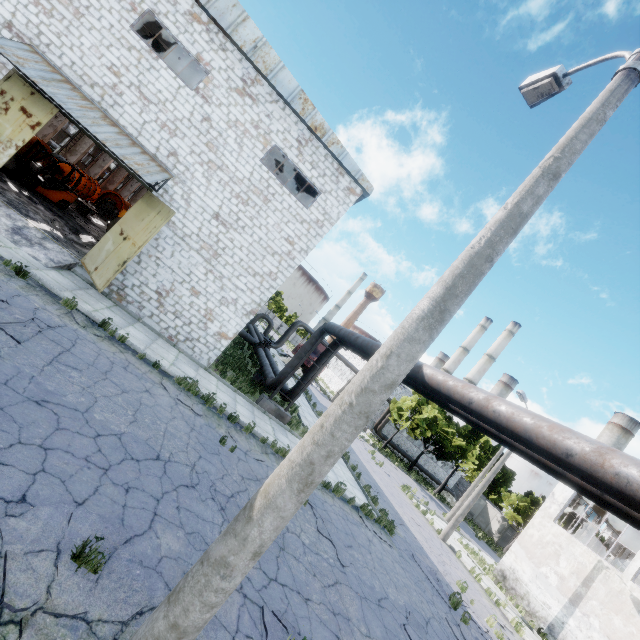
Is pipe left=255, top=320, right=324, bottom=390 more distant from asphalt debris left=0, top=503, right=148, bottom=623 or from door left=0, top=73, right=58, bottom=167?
door left=0, top=73, right=58, bottom=167

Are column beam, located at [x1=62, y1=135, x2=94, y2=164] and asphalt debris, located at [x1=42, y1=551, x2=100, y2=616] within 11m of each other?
no

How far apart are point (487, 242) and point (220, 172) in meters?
13.0 m

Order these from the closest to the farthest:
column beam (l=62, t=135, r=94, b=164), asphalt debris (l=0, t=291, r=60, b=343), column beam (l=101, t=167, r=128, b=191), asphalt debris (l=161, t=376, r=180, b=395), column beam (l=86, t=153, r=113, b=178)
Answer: asphalt debris (l=0, t=291, r=60, b=343) → asphalt debris (l=161, t=376, r=180, b=395) → column beam (l=62, t=135, r=94, b=164) → column beam (l=86, t=153, r=113, b=178) → column beam (l=101, t=167, r=128, b=191)

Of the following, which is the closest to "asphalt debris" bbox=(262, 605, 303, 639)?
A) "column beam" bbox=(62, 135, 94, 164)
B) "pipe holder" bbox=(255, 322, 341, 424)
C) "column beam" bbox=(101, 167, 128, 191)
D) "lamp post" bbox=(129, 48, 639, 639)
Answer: "lamp post" bbox=(129, 48, 639, 639)

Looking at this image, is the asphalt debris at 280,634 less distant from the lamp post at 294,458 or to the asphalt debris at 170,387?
the lamp post at 294,458

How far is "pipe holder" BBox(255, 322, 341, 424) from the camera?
15.0 meters

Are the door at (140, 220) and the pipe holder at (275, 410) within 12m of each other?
yes
